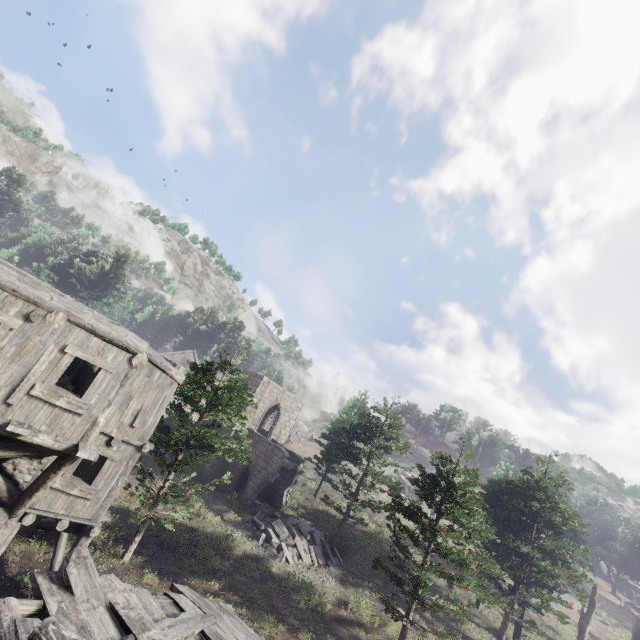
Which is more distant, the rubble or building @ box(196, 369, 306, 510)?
building @ box(196, 369, 306, 510)

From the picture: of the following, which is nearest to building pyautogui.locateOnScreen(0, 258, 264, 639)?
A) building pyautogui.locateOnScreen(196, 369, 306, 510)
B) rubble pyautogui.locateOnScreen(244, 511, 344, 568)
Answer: rubble pyautogui.locateOnScreen(244, 511, 344, 568)

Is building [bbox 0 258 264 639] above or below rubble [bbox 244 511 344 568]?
above

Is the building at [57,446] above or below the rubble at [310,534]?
above

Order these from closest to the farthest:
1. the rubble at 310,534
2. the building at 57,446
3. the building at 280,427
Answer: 1. the building at 57,446
2. the rubble at 310,534
3. the building at 280,427

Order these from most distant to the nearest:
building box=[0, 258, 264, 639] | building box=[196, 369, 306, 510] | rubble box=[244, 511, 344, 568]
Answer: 1. building box=[196, 369, 306, 510]
2. rubble box=[244, 511, 344, 568]
3. building box=[0, 258, 264, 639]

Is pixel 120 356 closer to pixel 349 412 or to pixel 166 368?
pixel 166 368
